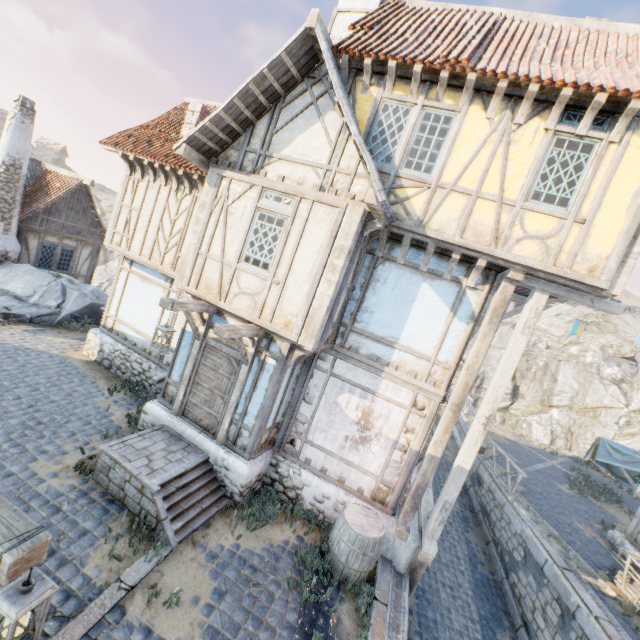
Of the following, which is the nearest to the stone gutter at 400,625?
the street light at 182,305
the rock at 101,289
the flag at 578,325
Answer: the street light at 182,305

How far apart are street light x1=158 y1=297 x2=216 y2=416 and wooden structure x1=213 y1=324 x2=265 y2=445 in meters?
1.1

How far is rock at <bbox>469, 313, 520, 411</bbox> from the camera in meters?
37.7 m

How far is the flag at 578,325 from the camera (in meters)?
8.44

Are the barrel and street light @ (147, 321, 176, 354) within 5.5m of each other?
yes

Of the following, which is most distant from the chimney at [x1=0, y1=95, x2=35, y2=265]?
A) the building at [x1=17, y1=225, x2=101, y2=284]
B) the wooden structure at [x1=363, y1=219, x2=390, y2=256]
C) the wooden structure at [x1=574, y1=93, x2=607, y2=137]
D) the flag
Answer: the flag

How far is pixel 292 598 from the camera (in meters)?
5.64

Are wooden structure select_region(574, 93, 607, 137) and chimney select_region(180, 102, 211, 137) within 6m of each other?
no
